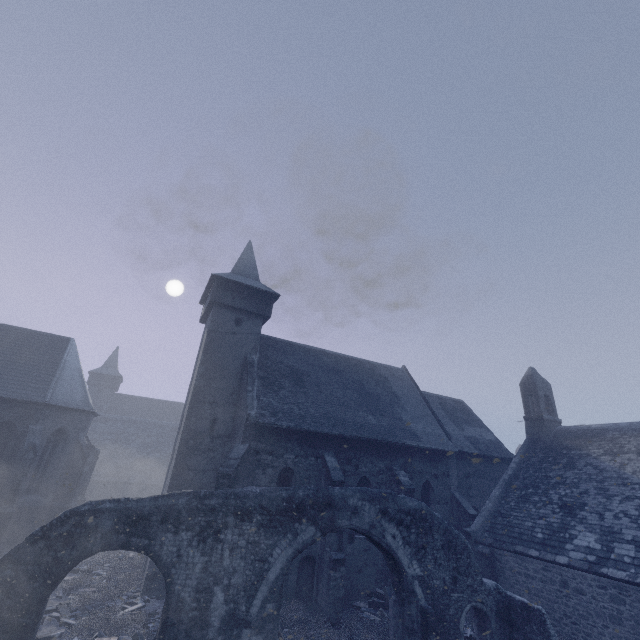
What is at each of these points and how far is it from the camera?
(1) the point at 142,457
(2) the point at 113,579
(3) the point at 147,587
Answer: (1) building, 32.9m
(2) instancedfoliageactor, 14.5m
(3) building, 13.1m

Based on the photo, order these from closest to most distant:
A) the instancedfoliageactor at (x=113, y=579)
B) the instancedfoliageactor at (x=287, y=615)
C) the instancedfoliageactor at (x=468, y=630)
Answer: the instancedfoliageactor at (x=113, y=579), the instancedfoliageactor at (x=287, y=615), the instancedfoliageactor at (x=468, y=630)

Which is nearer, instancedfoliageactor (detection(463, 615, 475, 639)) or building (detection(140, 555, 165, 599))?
instancedfoliageactor (detection(463, 615, 475, 639))

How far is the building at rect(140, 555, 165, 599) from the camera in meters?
13.1

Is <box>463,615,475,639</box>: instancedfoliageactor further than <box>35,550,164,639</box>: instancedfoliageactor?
Yes

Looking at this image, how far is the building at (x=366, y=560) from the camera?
12.9m

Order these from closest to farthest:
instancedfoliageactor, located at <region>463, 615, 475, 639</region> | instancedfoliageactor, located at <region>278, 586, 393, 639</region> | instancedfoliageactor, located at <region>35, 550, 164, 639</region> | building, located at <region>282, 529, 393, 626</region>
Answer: instancedfoliageactor, located at <region>35, 550, 164, 639</region> → instancedfoliageactor, located at <region>278, 586, 393, 639</region> → instancedfoliageactor, located at <region>463, 615, 475, 639</region> → building, located at <region>282, 529, 393, 626</region>
